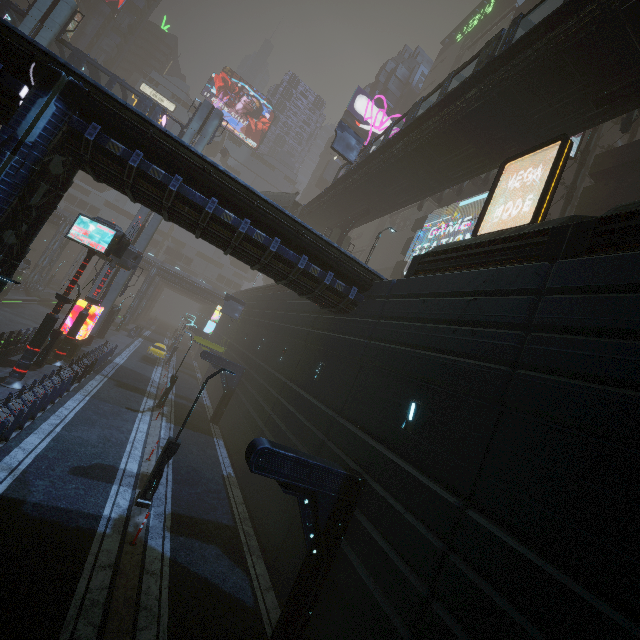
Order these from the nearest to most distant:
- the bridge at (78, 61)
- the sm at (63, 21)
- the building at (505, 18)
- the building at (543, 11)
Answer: the sm at (63, 21)
the bridge at (78, 61)
the building at (543, 11)
the building at (505, 18)

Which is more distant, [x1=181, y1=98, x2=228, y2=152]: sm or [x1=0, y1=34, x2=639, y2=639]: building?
[x1=181, y1=98, x2=228, y2=152]: sm

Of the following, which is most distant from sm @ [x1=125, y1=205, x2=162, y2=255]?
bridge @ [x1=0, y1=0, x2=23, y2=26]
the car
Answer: the car

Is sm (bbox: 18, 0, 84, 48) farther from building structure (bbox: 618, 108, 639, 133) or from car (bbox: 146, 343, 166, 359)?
building structure (bbox: 618, 108, 639, 133)

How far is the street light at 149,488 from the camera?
11.6 meters

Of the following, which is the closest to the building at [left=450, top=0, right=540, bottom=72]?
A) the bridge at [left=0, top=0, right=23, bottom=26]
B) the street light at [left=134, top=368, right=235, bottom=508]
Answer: the street light at [left=134, top=368, right=235, bottom=508]

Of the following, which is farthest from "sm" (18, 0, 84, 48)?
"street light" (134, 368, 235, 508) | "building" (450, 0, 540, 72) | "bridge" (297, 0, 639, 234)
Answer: "street light" (134, 368, 235, 508)

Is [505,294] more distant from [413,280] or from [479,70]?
[479,70]
